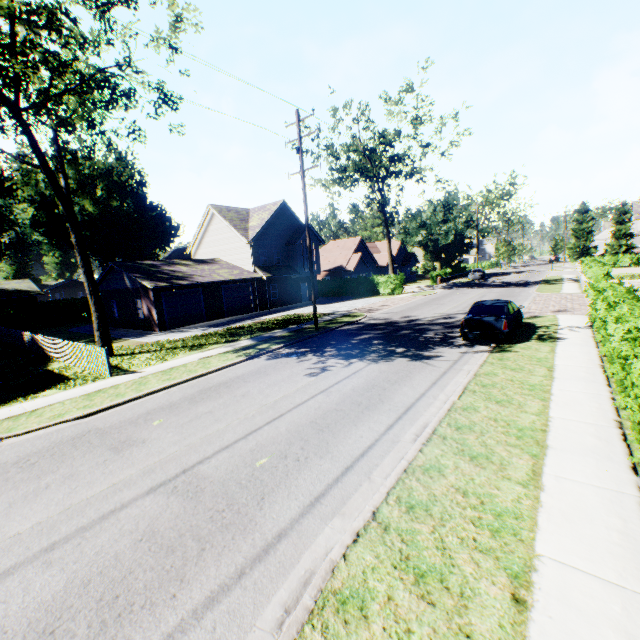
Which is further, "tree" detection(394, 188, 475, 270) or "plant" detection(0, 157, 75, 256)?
"tree" detection(394, 188, 475, 270)

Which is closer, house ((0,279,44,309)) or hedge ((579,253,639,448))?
hedge ((579,253,639,448))

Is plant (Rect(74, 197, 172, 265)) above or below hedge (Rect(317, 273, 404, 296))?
above

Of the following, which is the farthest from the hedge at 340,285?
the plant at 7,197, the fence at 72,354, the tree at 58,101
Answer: the tree at 58,101

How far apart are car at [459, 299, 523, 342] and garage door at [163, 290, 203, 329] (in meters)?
20.90

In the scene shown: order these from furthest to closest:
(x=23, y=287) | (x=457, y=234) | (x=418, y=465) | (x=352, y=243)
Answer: (x=457, y=234) → (x=352, y=243) → (x=23, y=287) → (x=418, y=465)

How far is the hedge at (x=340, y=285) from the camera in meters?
36.3 m

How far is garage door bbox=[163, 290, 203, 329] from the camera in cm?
2516
